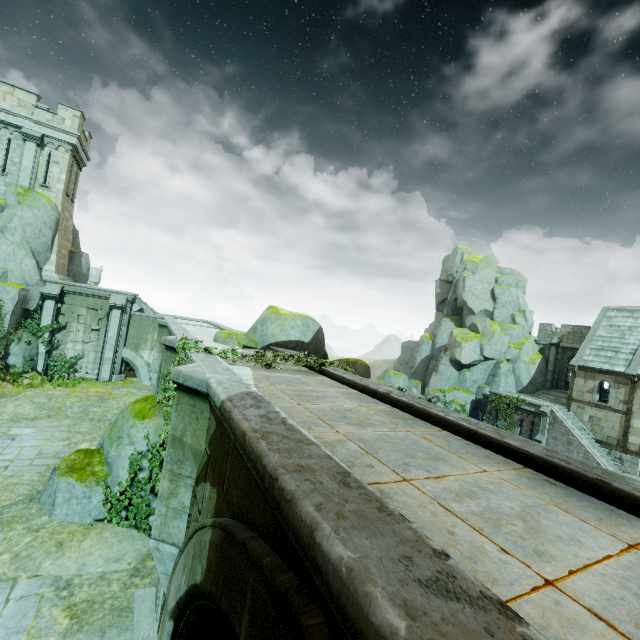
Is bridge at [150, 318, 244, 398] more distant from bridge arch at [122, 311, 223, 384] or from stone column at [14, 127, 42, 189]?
stone column at [14, 127, 42, 189]

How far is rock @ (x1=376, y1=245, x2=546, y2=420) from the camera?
33.8m

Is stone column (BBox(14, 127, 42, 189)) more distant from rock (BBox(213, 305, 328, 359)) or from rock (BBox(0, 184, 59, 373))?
rock (BBox(213, 305, 328, 359))

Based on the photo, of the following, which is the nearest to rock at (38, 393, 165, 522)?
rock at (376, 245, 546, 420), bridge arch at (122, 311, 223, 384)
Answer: bridge arch at (122, 311, 223, 384)

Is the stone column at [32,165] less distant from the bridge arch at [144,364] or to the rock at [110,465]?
the bridge arch at [144,364]

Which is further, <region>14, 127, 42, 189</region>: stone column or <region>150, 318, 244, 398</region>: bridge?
<region>14, 127, 42, 189</region>: stone column

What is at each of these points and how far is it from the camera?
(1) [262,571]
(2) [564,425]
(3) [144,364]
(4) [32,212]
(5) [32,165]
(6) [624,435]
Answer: (1) bridge, 2.45m
(2) stair, 25.98m
(3) bridge arch, 22.69m
(4) rock, 18.86m
(5) stone column, 19.42m
(6) building, 24.69m

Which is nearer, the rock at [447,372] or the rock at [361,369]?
the rock at [361,369]
